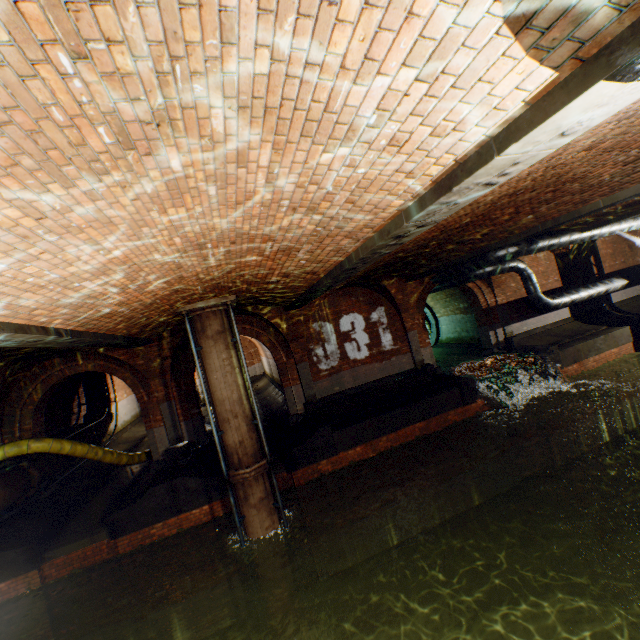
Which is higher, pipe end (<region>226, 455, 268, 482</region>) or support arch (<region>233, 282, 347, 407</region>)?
support arch (<region>233, 282, 347, 407</region>)

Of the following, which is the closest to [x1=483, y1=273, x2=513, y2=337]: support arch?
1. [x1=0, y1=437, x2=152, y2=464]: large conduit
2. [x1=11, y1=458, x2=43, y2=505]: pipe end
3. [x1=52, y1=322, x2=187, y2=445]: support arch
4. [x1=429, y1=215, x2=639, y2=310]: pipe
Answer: [x1=429, y1=215, x2=639, y2=310]: pipe

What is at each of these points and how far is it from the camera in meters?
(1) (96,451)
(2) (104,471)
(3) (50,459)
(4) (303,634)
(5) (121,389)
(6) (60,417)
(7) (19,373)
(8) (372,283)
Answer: (1) large conduit, 10.2
(2) building tunnel, 13.1
(3) pipe, 9.8
(4) pipe end, 7.9
(5) building tunnel, 20.4
(6) building tunnel, 13.2
(7) support arch, 9.9
(8) support arch, 12.8

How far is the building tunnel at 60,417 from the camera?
12.50m

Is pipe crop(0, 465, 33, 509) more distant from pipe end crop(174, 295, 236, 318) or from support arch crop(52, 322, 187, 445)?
pipe end crop(174, 295, 236, 318)

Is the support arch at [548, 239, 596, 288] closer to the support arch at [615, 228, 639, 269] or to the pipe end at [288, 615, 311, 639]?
the support arch at [615, 228, 639, 269]

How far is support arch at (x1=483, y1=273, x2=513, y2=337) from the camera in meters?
15.0

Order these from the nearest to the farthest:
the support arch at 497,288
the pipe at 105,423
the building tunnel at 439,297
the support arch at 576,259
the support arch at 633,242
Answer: the pipe at 105,423 < the support arch at 497,288 < the support arch at 576,259 < the building tunnel at 439,297 < the support arch at 633,242
